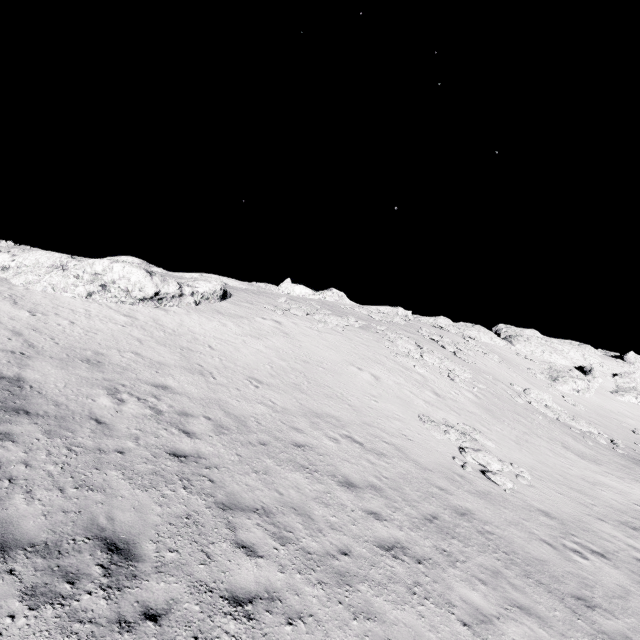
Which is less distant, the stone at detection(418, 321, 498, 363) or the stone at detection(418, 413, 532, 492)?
the stone at detection(418, 413, 532, 492)

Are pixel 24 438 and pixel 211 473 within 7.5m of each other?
yes

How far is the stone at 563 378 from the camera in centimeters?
4288cm

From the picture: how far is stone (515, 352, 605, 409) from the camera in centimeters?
4288cm

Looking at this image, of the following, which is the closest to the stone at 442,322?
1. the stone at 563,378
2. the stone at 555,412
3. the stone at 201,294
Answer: the stone at 555,412

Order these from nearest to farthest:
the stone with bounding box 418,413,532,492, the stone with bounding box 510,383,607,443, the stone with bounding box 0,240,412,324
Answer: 1. the stone with bounding box 418,413,532,492
2. the stone with bounding box 0,240,412,324
3. the stone with bounding box 510,383,607,443

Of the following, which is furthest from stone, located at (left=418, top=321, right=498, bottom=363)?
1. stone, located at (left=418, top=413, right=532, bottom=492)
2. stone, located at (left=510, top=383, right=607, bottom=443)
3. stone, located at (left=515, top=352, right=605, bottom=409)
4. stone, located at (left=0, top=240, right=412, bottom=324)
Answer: stone, located at (left=0, top=240, right=412, bottom=324)

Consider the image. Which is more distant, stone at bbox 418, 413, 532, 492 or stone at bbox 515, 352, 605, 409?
stone at bbox 515, 352, 605, 409
